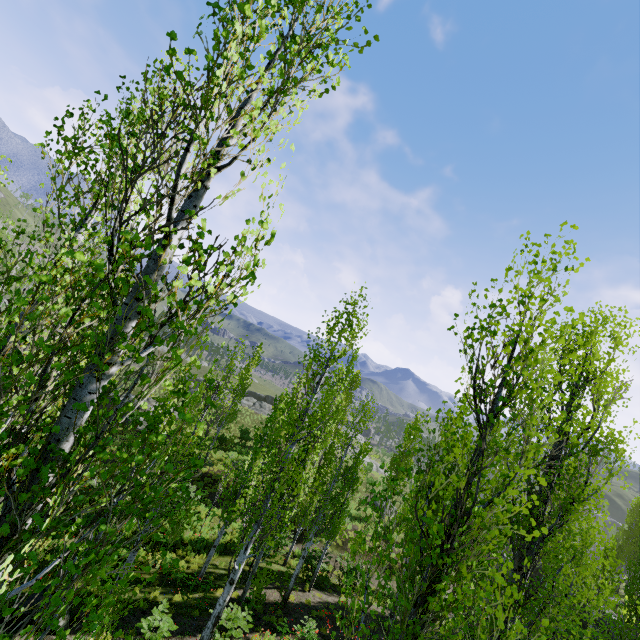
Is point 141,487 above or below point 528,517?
below

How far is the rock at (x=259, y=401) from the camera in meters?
48.5

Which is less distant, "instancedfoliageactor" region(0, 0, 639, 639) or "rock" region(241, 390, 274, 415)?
"instancedfoliageactor" region(0, 0, 639, 639)

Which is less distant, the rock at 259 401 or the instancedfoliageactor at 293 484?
the instancedfoliageactor at 293 484

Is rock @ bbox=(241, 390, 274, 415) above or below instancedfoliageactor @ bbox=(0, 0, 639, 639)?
below

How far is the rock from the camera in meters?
48.5
